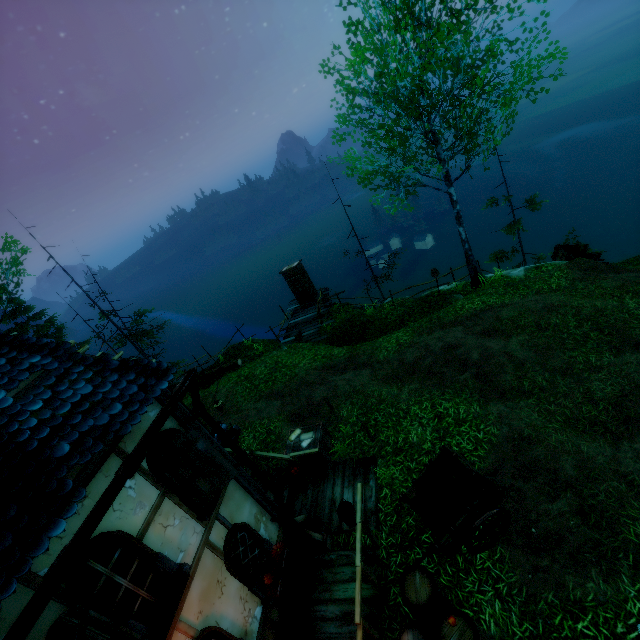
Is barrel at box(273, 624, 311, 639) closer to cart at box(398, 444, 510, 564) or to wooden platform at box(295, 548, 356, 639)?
wooden platform at box(295, 548, 356, 639)

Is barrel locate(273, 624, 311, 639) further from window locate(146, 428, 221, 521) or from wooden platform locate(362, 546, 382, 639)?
window locate(146, 428, 221, 521)

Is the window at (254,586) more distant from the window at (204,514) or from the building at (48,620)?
the window at (204,514)

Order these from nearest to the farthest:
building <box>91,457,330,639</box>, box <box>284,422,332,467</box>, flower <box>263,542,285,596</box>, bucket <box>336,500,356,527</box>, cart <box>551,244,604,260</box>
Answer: building <box>91,457,330,639</box> → flower <box>263,542,285,596</box> → bucket <box>336,500,356,527</box> → box <box>284,422,332,467</box> → cart <box>551,244,604,260</box>

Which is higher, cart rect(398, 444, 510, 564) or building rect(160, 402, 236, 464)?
building rect(160, 402, 236, 464)

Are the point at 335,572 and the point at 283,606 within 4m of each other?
yes

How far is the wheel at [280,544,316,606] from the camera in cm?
634

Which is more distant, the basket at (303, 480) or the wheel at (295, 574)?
the basket at (303, 480)
